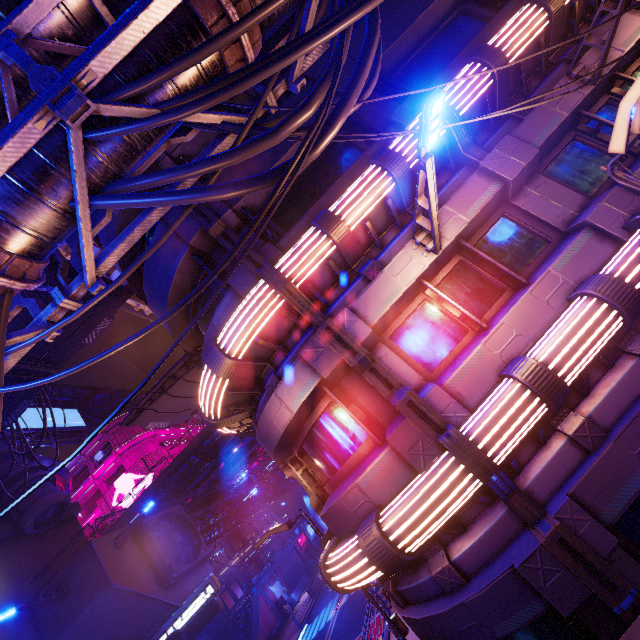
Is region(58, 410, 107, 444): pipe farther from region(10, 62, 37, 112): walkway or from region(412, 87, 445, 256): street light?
region(412, 87, 445, 256): street light

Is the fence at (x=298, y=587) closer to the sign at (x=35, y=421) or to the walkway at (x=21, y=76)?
the sign at (x=35, y=421)

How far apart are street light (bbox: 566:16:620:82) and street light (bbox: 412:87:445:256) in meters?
4.5

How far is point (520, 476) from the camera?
5.5m

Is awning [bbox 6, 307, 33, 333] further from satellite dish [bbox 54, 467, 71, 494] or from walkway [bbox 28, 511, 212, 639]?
satellite dish [bbox 54, 467, 71, 494]

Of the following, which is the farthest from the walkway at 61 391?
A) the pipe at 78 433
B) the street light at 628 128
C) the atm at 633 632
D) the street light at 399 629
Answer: the atm at 633 632

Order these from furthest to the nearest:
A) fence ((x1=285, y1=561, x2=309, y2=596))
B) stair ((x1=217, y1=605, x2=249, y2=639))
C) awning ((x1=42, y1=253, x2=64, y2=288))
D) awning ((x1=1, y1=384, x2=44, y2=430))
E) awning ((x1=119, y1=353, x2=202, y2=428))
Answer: fence ((x1=285, y1=561, x2=309, y2=596)) < stair ((x1=217, y1=605, x2=249, y2=639)) < awning ((x1=119, y1=353, x2=202, y2=428)) < awning ((x1=1, y1=384, x2=44, y2=430)) < awning ((x1=42, y1=253, x2=64, y2=288))

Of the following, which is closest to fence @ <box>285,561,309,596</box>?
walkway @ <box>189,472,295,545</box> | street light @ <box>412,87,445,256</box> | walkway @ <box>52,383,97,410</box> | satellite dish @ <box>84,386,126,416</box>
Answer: walkway @ <box>189,472,295,545</box>
